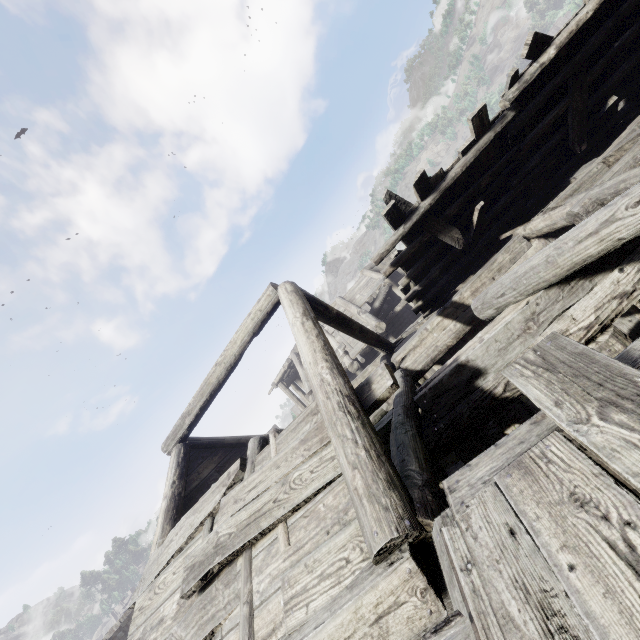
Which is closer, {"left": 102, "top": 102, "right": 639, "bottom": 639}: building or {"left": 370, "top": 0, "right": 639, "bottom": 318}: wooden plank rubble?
{"left": 102, "top": 102, "right": 639, "bottom": 639}: building

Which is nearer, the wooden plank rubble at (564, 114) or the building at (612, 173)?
the building at (612, 173)

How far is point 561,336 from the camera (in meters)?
2.26
